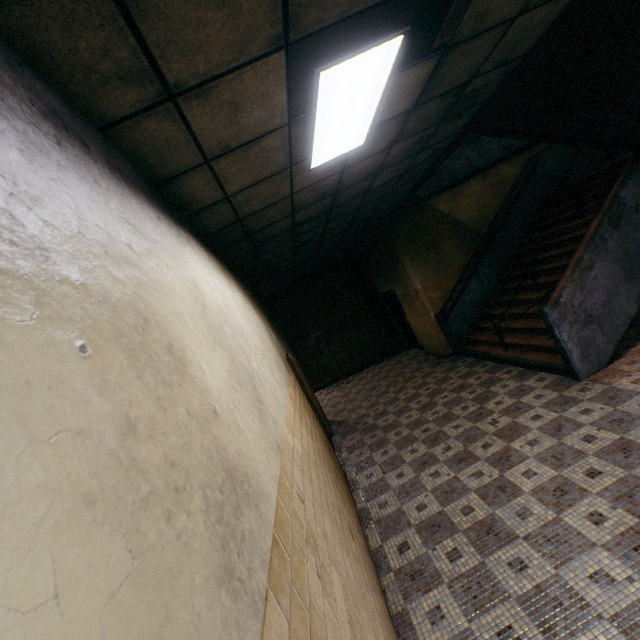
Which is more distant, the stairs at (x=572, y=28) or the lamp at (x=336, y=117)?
the stairs at (x=572, y=28)

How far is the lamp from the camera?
2.1m

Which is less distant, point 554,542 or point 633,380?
point 554,542

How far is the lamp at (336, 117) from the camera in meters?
2.1

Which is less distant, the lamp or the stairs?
the lamp

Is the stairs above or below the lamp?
below
